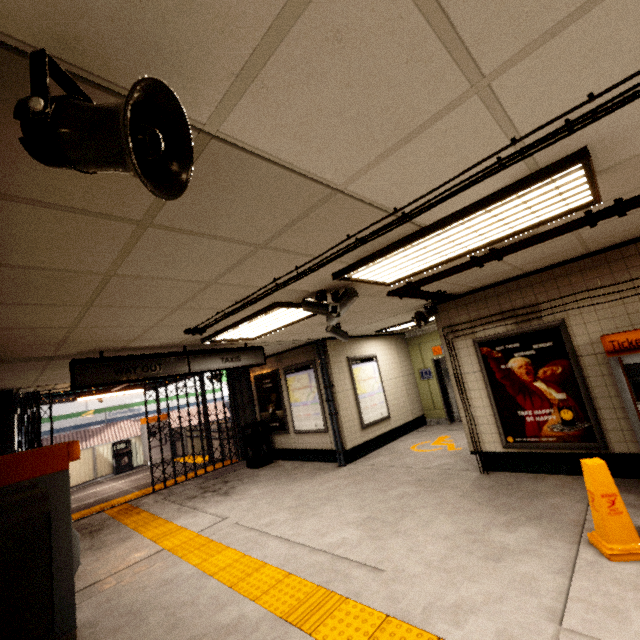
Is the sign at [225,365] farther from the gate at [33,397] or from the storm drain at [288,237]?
the gate at [33,397]

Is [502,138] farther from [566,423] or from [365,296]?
[566,423]

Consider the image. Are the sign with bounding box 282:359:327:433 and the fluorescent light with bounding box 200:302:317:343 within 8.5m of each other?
yes

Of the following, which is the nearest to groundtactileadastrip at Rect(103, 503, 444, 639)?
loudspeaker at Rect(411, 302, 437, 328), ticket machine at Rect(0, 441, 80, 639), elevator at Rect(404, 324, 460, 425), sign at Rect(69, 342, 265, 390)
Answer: ticket machine at Rect(0, 441, 80, 639)

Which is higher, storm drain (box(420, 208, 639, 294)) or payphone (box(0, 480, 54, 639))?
storm drain (box(420, 208, 639, 294))

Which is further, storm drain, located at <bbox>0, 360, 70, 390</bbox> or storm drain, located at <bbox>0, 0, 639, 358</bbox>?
storm drain, located at <bbox>0, 360, 70, 390</bbox>

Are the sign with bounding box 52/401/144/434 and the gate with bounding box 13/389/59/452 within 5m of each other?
no

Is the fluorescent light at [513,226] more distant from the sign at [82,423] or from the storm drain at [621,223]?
the sign at [82,423]
